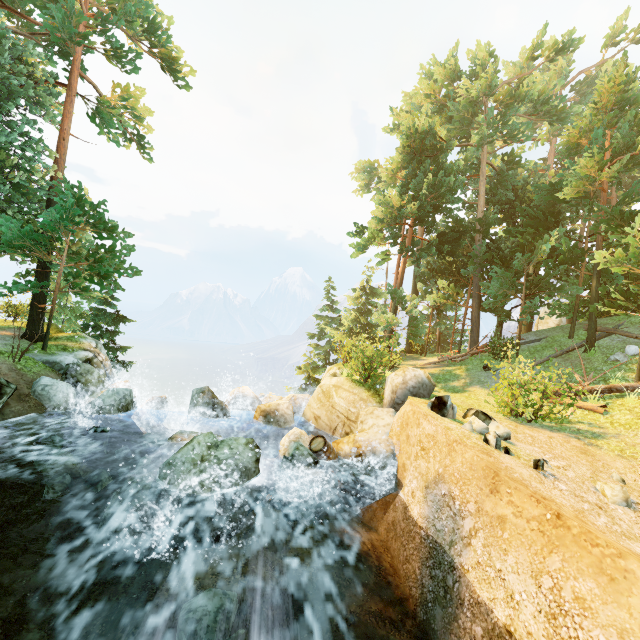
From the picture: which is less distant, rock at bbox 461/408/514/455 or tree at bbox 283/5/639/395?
rock at bbox 461/408/514/455

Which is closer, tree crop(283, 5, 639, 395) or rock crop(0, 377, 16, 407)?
rock crop(0, 377, 16, 407)

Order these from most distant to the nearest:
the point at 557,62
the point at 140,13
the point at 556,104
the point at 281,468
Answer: the point at 557,62 → the point at 556,104 → the point at 140,13 → the point at 281,468

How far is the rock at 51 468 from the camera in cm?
884

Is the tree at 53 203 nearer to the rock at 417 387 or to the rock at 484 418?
the rock at 417 387

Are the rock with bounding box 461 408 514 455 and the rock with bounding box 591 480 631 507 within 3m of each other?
yes

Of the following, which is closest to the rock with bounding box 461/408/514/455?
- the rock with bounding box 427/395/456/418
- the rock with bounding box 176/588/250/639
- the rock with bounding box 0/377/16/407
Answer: the rock with bounding box 427/395/456/418

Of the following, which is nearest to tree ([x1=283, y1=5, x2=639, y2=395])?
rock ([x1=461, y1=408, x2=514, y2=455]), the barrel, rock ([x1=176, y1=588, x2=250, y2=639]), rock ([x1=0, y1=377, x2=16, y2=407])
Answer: rock ([x1=0, y1=377, x2=16, y2=407])
